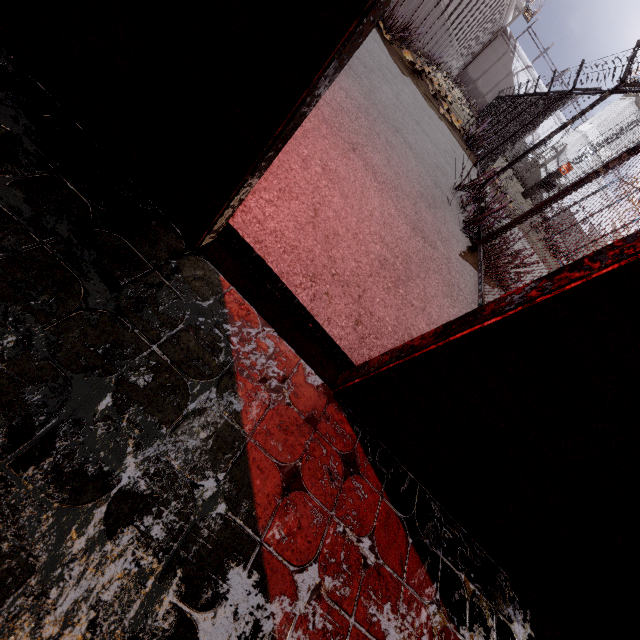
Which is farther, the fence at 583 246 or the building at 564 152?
the building at 564 152

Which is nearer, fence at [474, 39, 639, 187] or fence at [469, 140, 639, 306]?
fence at [469, 140, 639, 306]

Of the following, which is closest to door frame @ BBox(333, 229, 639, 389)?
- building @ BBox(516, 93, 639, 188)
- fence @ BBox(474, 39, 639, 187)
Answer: fence @ BBox(474, 39, 639, 187)

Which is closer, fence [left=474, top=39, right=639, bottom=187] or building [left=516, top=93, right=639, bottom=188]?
fence [left=474, top=39, right=639, bottom=187]

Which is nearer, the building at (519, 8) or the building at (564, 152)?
the building at (564, 152)

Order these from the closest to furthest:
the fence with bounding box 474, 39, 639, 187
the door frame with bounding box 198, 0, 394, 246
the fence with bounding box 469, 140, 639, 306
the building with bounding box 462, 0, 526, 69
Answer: the door frame with bounding box 198, 0, 394, 246 < the fence with bounding box 469, 140, 639, 306 < the fence with bounding box 474, 39, 639, 187 < the building with bounding box 462, 0, 526, 69

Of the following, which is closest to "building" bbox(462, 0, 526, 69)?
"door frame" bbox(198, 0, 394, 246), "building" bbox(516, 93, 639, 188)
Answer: "building" bbox(516, 93, 639, 188)

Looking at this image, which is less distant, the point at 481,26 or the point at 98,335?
the point at 98,335
